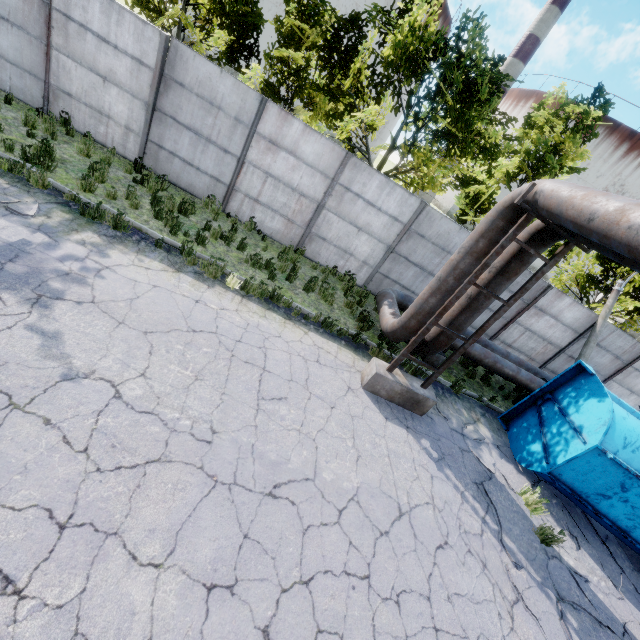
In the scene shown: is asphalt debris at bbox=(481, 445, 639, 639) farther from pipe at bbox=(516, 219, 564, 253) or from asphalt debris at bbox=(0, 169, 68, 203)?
asphalt debris at bbox=(0, 169, 68, 203)

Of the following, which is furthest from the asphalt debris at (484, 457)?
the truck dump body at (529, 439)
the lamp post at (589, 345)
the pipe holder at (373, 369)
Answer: the lamp post at (589, 345)

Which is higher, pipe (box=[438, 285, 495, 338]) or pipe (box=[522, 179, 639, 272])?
pipe (box=[522, 179, 639, 272])

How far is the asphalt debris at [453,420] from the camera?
8.38m

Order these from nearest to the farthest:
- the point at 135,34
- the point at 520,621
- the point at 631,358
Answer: the point at 520,621
the point at 135,34
the point at 631,358

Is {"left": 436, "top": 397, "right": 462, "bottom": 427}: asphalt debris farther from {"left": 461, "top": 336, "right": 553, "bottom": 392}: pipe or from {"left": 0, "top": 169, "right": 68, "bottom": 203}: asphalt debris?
{"left": 0, "top": 169, "right": 68, "bottom": 203}: asphalt debris

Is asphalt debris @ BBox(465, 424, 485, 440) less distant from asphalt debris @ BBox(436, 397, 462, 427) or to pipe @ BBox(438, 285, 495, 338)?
asphalt debris @ BBox(436, 397, 462, 427)

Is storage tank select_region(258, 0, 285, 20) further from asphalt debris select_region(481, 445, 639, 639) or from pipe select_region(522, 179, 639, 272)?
asphalt debris select_region(481, 445, 639, 639)
